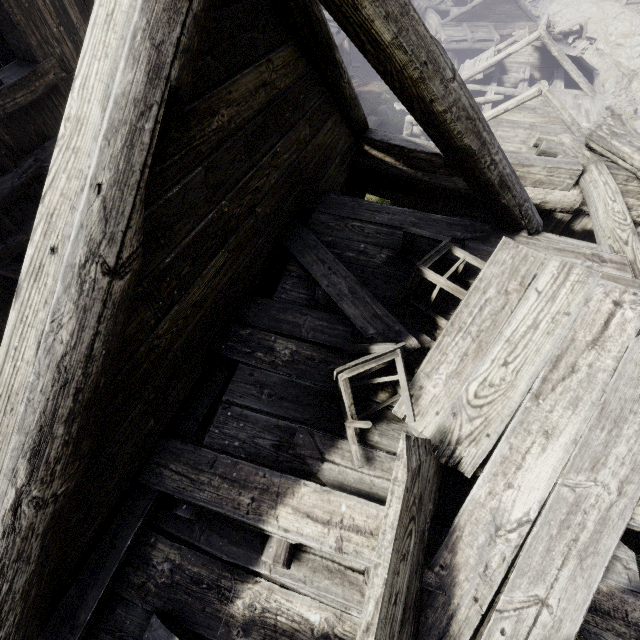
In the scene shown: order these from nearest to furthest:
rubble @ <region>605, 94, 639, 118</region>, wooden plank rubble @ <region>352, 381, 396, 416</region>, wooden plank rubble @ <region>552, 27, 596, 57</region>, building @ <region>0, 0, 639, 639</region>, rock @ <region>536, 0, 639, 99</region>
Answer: building @ <region>0, 0, 639, 639</region> → wooden plank rubble @ <region>352, 381, 396, 416</region> → wooden plank rubble @ <region>552, 27, 596, 57</region> → rubble @ <region>605, 94, 639, 118</region> → rock @ <region>536, 0, 639, 99</region>

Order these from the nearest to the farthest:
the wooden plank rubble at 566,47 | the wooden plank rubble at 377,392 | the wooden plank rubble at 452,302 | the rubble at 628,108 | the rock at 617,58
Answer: the wooden plank rubble at 377,392, the wooden plank rubble at 452,302, the wooden plank rubble at 566,47, the rubble at 628,108, the rock at 617,58

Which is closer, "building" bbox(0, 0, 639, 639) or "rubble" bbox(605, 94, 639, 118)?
"building" bbox(0, 0, 639, 639)

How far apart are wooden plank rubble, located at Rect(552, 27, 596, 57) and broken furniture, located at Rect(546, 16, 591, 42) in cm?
2

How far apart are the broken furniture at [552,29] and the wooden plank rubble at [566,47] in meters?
0.0

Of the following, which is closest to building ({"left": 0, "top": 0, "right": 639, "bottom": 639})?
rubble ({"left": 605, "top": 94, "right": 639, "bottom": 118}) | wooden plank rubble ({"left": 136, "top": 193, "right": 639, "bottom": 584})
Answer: wooden plank rubble ({"left": 136, "top": 193, "right": 639, "bottom": 584})

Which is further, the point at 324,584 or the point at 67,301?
the point at 324,584

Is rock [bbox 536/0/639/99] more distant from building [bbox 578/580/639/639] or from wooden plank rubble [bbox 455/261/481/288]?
wooden plank rubble [bbox 455/261/481/288]
